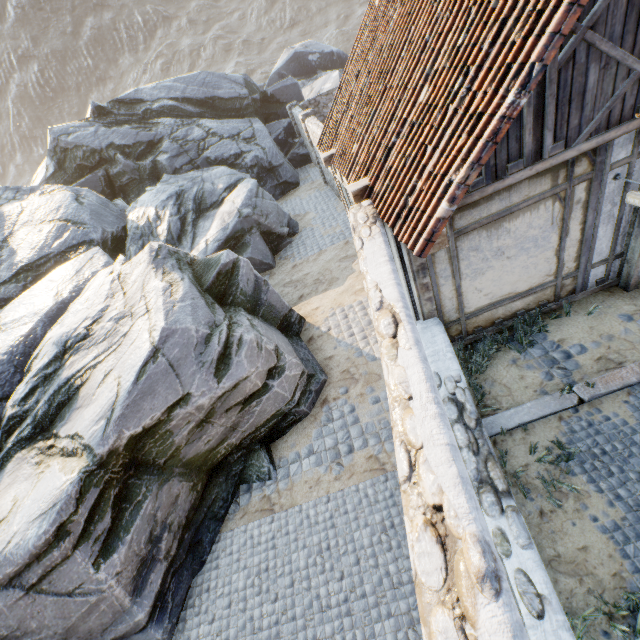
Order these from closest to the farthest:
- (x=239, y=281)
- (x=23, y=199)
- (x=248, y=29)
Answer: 1. (x=239, y=281)
2. (x=23, y=199)
3. (x=248, y=29)

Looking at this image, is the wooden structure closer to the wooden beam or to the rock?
the wooden beam

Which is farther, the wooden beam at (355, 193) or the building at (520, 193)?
the wooden beam at (355, 193)

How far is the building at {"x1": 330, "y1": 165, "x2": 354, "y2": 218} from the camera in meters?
8.0 m

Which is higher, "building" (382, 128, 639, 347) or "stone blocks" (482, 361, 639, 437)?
"building" (382, 128, 639, 347)

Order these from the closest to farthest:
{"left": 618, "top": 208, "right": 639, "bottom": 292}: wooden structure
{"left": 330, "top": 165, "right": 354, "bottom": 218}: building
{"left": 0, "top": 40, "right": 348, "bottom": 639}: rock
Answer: {"left": 0, "top": 40, "right": 348, "bottom": 639}: rock < {"left": 618, "top": 208, "right": 639, "bottom": 292}: wooden structure < {"left": 330, "top": 165, "right": 354, "bottom": 218}: building

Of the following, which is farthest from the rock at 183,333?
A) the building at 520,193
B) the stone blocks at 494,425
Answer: the building at 520,193

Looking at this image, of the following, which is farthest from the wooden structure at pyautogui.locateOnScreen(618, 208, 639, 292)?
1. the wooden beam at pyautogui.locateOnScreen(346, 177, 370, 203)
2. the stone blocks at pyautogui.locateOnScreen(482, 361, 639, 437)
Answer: the wooden beam at pyautogui.locateOnScreen(346, 177, 370, 203)
